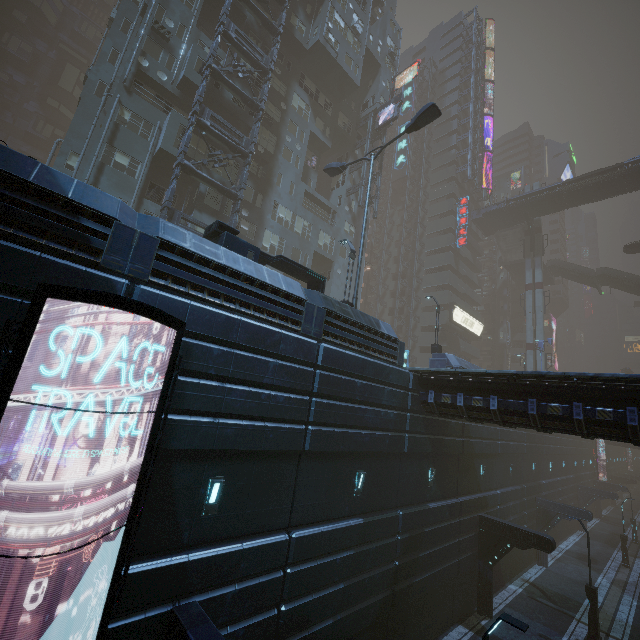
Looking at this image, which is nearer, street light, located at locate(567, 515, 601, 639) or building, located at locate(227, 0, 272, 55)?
street light, located at locate(567, 515, 601, 639)

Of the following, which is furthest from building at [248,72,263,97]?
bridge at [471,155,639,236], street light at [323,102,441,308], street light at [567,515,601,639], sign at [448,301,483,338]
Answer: street light at [567,515,601,639]

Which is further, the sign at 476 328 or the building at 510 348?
the building at 510 348

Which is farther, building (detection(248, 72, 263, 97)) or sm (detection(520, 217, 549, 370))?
sm (detection(520, 217, 549, 370))

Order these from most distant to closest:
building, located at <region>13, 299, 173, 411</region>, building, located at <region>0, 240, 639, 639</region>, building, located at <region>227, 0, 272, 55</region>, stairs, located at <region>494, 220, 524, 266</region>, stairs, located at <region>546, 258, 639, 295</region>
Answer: stairs, located at <region>494, 220, 524, 266</region> → stairs, located at <region>546, 258, 639, 295</region> → building, located at <region>227, 0, 272, 55</region> → building, located at <region>0, 240, 639, 639</region> → building, located at <region>13, 299, 173, 411</region>

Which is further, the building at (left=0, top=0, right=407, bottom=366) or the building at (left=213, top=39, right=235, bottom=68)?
the building at (left=213, top=39, right=235, bottom=68)

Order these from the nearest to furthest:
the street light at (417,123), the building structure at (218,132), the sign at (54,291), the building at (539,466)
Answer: the sign at (54,291) → the building at (539,466) → the street light at (417,123) → the building structure at (218,132)

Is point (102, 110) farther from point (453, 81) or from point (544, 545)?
point (453, 81)
